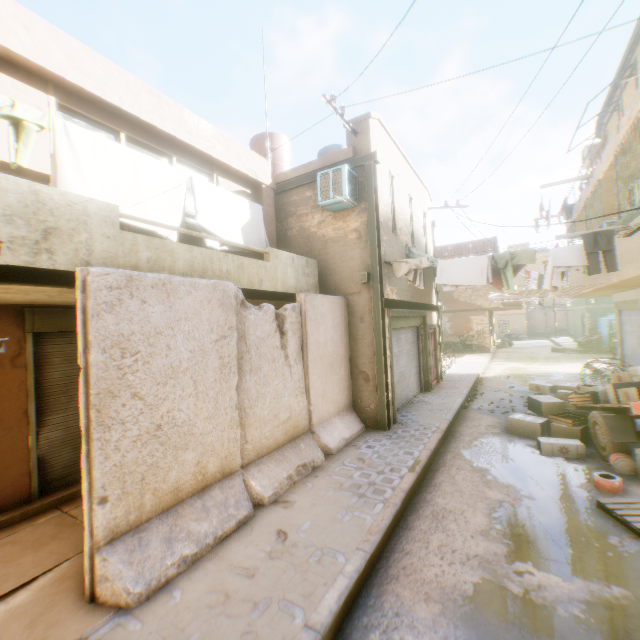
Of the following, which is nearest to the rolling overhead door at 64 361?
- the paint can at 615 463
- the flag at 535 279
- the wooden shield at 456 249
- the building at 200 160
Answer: the building at 200 160

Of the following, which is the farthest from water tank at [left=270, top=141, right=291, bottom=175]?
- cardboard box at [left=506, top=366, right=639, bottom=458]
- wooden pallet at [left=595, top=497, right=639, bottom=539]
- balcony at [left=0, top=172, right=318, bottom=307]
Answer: cardboard box at [left=506, top=366, right=639, bottom=458]

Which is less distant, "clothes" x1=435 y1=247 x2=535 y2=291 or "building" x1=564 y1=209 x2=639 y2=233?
"building" x1=564 y1=209 x2=639 y2=233

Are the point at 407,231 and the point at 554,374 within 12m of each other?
yes

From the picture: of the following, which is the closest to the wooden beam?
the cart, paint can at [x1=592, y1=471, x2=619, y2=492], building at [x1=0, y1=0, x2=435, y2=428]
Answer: building at [x1=0, y1=0, x2=435, y2=428]

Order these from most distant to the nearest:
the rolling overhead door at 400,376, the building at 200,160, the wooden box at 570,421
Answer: the rolling overhead door at 400,376, the wooden box at 570,421, the building at 200,160

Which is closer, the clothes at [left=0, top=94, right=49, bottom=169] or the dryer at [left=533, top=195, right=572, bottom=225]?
the clothes at [left=0, top=94, right=49, bottom=169]
